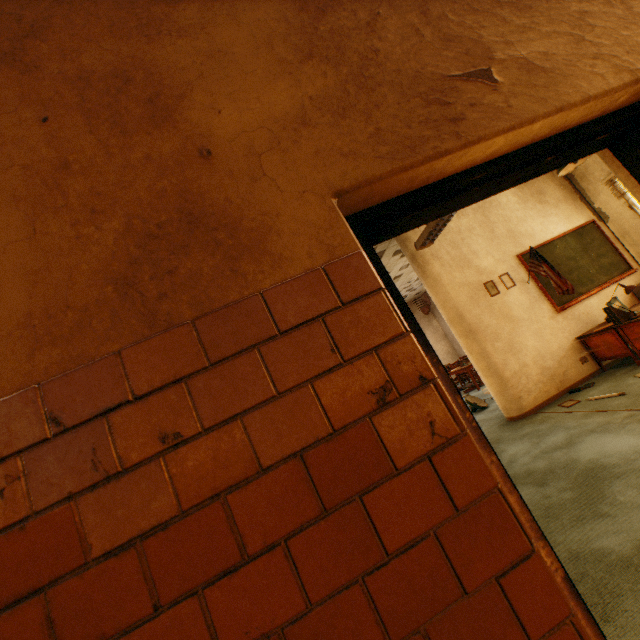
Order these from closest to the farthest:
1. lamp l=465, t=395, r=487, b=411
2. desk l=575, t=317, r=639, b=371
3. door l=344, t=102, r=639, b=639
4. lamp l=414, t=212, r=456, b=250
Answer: door l=344, t=102, r=639, b=639 → lamp l=414, t=212, r=456, b=250 → desk l=575, t=317, r=639, b=371 → lamp l=465, t=395, r=487, b=411

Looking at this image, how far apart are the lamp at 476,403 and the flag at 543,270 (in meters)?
2.87

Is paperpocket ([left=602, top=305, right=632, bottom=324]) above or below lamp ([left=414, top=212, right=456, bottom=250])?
below

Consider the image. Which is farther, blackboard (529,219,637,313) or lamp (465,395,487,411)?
lamp (465,395,487,411)

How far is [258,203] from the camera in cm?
100

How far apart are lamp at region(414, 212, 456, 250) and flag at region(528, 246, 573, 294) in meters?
2.7

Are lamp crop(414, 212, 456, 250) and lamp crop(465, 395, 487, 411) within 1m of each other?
no

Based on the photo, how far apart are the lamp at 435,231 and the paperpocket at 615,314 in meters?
3.3
